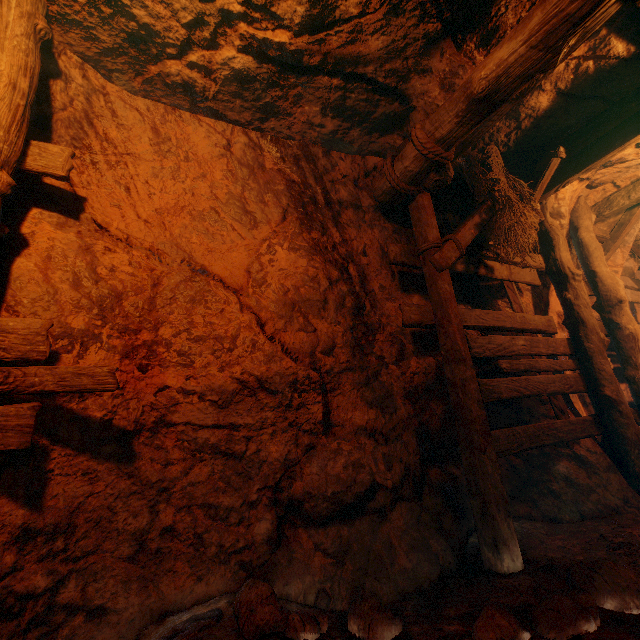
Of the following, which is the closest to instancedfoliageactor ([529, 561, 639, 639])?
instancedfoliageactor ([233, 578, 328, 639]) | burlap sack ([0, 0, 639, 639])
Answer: A: burlap sack ([0, 0, 639, 639])

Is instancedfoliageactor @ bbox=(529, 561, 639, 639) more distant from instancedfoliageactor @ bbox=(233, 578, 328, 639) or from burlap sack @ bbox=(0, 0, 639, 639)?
instancedfoliageactor @ bbox=(233, 578, 328, 639)

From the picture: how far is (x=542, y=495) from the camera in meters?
3.8 m

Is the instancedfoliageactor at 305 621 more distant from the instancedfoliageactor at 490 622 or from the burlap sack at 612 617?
the instancedfoliageactor at 490 622

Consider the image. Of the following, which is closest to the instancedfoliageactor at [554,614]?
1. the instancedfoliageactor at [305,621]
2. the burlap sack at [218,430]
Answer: the burlap sack at [218,430]
